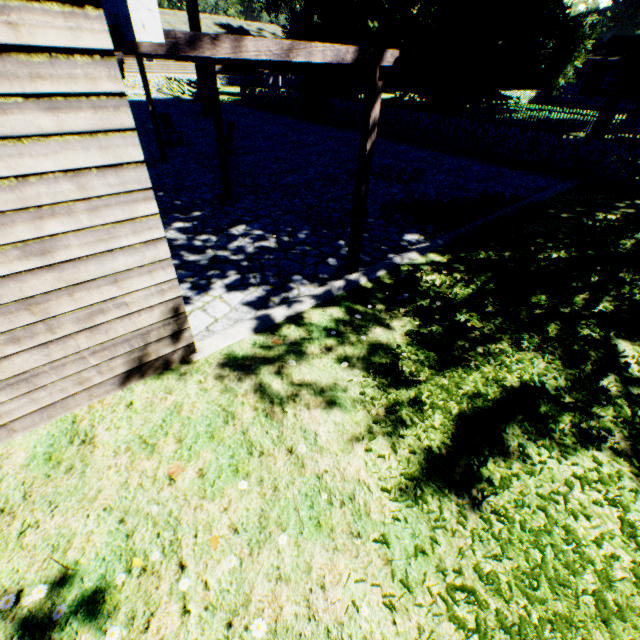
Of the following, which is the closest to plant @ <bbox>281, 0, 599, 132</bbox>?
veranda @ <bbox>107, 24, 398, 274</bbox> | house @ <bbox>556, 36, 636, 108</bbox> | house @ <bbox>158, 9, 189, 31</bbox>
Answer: house @ <bbox>556, 36, 636, 108</bbox>

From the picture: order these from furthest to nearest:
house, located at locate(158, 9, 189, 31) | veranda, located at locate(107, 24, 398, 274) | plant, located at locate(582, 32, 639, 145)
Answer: house, located at locate(158, 9, 189, 31)
plant, located at locate(582, 32, 639, 145)
veranda, located at locate(107, 24, 398, 274)

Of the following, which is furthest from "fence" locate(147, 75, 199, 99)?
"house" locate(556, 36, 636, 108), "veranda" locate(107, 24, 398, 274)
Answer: "veranda" locate(107, 24, 398, 274)

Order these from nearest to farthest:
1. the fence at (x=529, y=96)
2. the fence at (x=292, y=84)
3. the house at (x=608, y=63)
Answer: the fence at (x=529, y=96), the fence at (x=292, y=84), the house at (x=608, y=63)

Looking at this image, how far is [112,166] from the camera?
2.60m

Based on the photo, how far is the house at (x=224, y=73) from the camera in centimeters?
3919cm

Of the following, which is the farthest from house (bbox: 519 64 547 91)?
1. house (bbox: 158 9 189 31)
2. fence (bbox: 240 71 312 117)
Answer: house (bbox: 158 9 189 31)

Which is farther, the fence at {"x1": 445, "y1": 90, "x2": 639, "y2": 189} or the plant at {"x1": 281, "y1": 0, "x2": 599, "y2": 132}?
the plant at {"x1": 281, "y1": 0, "x2": 599, "y2": 132}
